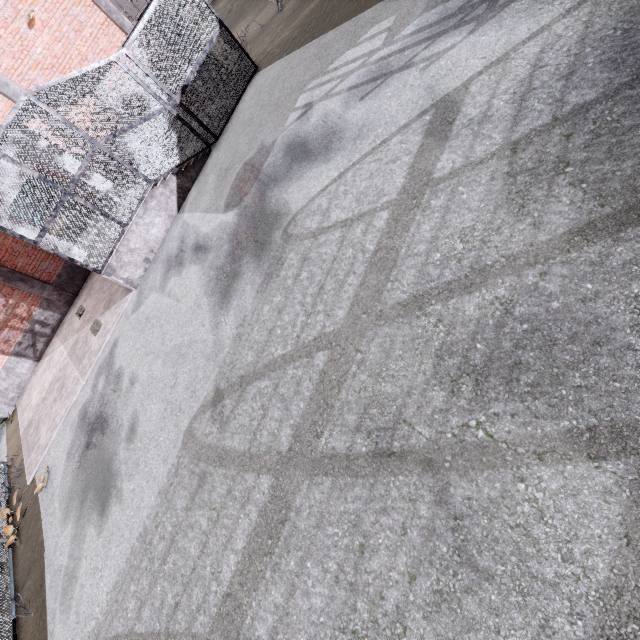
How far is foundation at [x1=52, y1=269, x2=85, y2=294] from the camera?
13.0m

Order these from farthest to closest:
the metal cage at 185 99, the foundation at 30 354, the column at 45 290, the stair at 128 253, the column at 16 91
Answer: the foundation at 30 354 < the column at 45 290 < the column at 16 91 < the stair at 128 253 < the metal cage at 185 99

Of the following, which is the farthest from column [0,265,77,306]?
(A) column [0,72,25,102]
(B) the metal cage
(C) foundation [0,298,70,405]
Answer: (A) column [0,72,25,102]

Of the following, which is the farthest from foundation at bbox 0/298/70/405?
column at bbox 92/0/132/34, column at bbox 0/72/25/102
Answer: column at bbox 92/0/132/34

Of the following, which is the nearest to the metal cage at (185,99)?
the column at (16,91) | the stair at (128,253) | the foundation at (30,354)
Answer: the stair at (128,253)

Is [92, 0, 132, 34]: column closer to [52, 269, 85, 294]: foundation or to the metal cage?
the metal cage

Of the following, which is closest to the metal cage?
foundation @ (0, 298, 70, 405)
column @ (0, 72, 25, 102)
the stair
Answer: the stair

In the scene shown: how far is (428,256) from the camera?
3.9m
